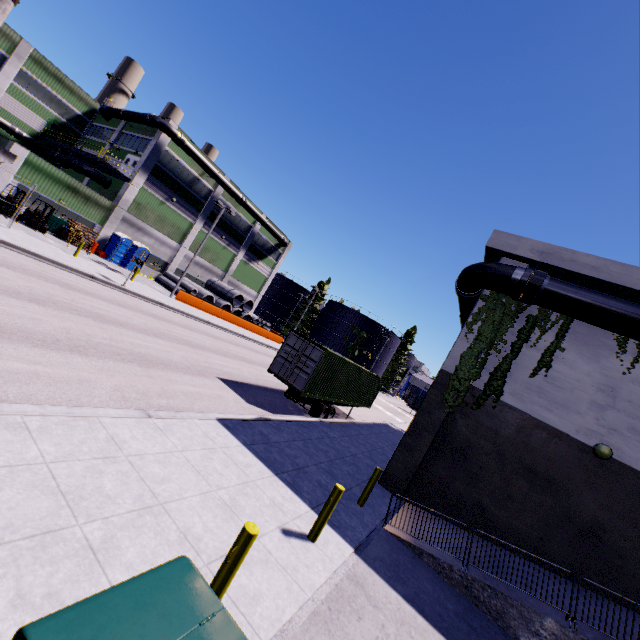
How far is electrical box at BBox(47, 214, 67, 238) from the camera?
26.8 meters

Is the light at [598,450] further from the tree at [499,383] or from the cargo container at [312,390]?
the cargo container at [312,390]

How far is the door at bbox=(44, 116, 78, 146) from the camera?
36.7 meters

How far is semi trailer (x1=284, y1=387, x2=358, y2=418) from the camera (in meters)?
16.78

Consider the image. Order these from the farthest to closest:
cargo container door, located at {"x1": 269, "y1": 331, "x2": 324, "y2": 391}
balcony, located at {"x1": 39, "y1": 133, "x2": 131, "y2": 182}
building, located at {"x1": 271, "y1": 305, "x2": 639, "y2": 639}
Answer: balcony, located at {"x1": 39, "y1": 133, "x2": 131, "y2": 182} < cargo container door, located at {"x1": 269, "y1": 331, "x2": 324, "y2": 391} < building, located at {"x1": 271, "y1": 305, "x2": 639, "y2": 639}

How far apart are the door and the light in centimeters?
5405cm

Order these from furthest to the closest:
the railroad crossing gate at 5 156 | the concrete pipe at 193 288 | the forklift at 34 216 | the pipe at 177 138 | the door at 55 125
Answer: the door at 55 125 < the concrete pipe at 193 288 < the pipe at 177 138 < the forklift at 34 216 < the railroad crossing gate at 5 156

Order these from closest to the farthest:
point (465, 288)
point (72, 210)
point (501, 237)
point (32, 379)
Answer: point (32, 379), point (501, 237), point (465, 288), point (72, 210)
